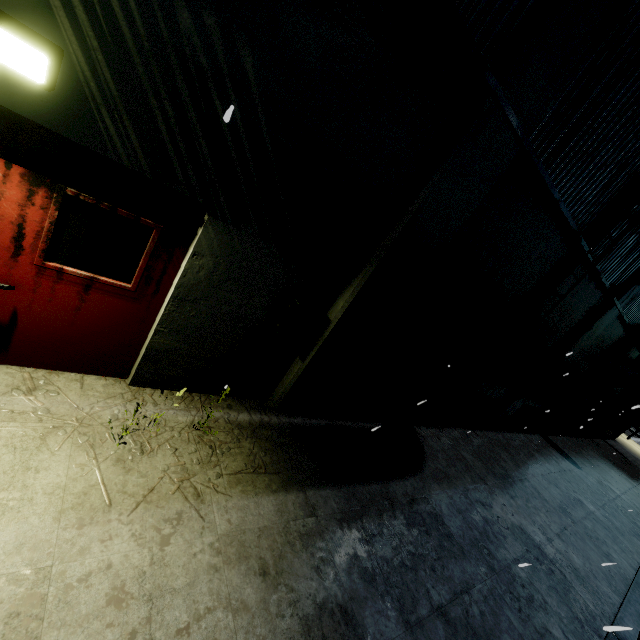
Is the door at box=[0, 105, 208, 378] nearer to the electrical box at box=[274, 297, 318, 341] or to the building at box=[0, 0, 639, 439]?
the building at box=[0, 0, 639, 439]

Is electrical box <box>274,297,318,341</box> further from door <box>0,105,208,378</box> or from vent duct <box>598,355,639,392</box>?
vent duct <box>598,355,639,392</box>

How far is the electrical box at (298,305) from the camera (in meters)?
4.09

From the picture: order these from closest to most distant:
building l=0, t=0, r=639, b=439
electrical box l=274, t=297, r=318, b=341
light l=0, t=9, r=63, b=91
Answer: light l=0, t=9, r=63, b=91 → building l=0, t=0, r=639, b=439 → electrical box l=274, t=297, r=318, b=341

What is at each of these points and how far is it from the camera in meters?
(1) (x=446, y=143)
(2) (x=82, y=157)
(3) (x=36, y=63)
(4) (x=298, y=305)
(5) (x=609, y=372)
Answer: (1) building, 3.7
(2) door, 2.6
(3) light, 2.0
(4) electrical box, 4.0
(5) vent duct, 12.1

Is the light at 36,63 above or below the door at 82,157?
above

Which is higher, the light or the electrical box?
the light

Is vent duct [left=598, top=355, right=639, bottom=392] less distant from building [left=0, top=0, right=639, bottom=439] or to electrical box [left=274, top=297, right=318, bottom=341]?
building [left=0, top=0, right=639, bottom=439]
